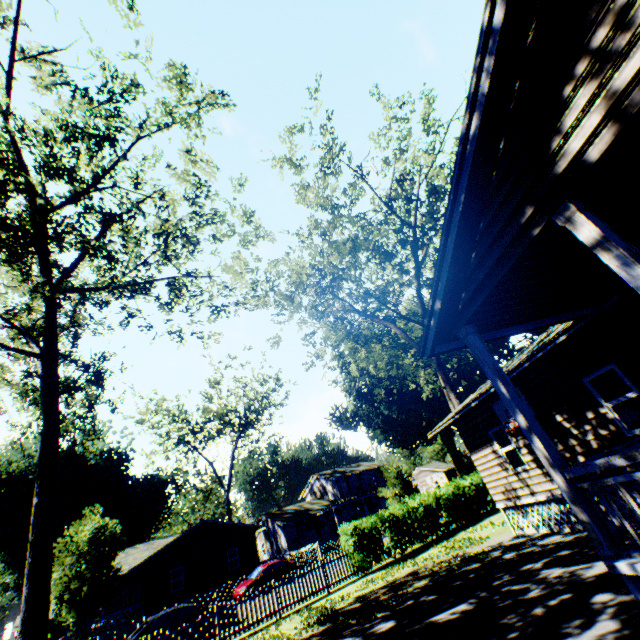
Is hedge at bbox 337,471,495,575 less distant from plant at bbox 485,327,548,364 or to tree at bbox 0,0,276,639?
plant at bbox 485,327,548,364

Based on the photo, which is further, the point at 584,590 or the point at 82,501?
the point at 82,501

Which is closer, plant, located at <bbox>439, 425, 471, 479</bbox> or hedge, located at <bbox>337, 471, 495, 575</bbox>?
hedge, located at <bbox>337, 471, 495, 575</bbox>

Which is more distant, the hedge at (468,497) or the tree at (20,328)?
the hedge at (468,497)

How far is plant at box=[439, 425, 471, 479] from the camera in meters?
48.2 m

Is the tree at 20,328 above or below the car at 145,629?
above

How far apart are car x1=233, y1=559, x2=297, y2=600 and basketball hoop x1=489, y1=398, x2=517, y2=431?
21.7 meters

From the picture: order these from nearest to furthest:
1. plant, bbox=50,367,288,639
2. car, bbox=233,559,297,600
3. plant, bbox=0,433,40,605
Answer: plant, bbox=50,367,288,639, car, bbox=233,559,297,600, plant, bbox=0,433,40,605
